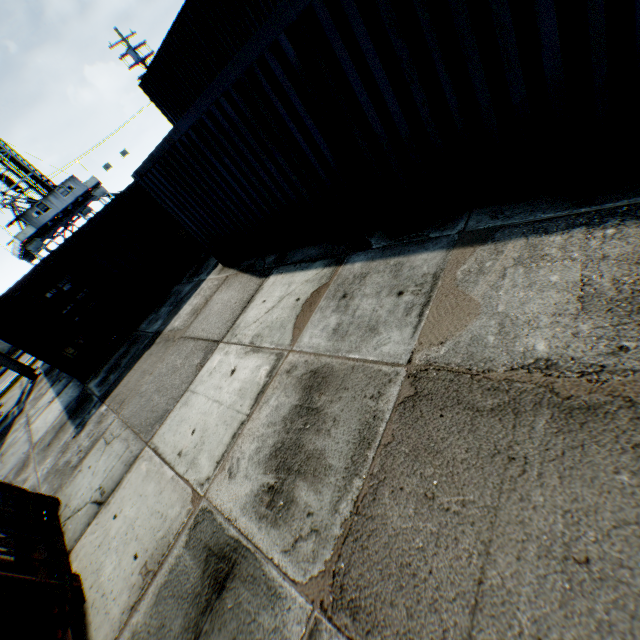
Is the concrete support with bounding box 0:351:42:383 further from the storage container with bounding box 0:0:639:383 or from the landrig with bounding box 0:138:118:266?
the landrig with bounding box 0:138:118:266

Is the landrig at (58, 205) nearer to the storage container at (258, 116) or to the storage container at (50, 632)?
the storage container at (258, 116)

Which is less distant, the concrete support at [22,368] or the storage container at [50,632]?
the storage container at [50,632]

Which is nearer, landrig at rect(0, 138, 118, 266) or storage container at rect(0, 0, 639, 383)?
storage container at rect(0, 0, 639, 383)

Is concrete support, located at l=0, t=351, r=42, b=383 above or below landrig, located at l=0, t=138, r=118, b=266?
below

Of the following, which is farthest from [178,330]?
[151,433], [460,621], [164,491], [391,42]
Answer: [460,621]

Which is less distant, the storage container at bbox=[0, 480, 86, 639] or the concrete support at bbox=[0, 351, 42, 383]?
the storage container at bbox=[0, 480, 86, 639]

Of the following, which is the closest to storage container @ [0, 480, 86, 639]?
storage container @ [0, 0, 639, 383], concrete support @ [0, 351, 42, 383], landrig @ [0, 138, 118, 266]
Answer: storage container @ [0, 0, 639, 383]
